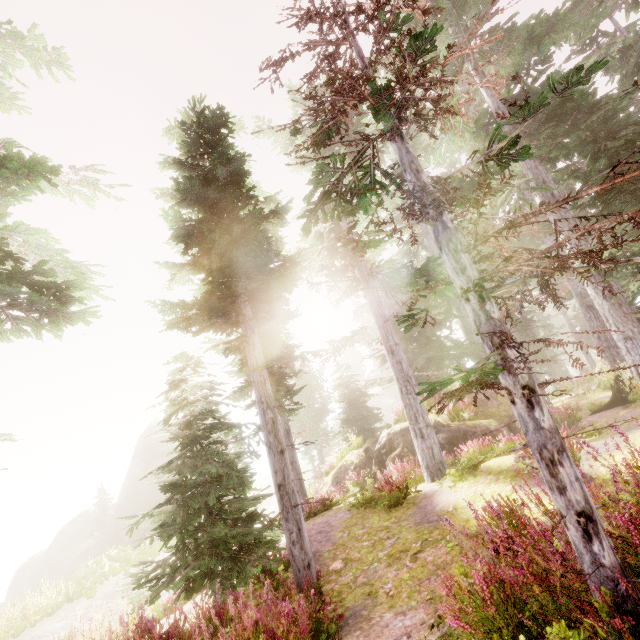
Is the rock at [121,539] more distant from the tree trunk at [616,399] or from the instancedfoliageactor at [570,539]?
the tree trunk at [616,399]

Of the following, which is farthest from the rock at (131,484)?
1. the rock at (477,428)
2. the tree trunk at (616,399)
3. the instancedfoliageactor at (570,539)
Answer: the tree trunk at (616,399)

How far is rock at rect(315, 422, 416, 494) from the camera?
15.2 meters

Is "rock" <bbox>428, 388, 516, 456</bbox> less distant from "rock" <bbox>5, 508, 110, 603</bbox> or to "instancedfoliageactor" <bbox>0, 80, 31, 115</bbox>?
"instancedfoliageactor" <bbox>0, 80, 31, 115</bbox>

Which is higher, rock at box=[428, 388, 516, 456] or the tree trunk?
rock at box=[428, 388, 516, 456]

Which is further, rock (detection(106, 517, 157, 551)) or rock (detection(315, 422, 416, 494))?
rock (detection(106, 517, 157, 551))

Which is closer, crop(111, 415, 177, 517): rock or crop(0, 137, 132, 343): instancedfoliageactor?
crop(0, 137, 132, 343): instancedfoliageactor

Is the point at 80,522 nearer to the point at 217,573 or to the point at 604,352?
the point at 217,573
